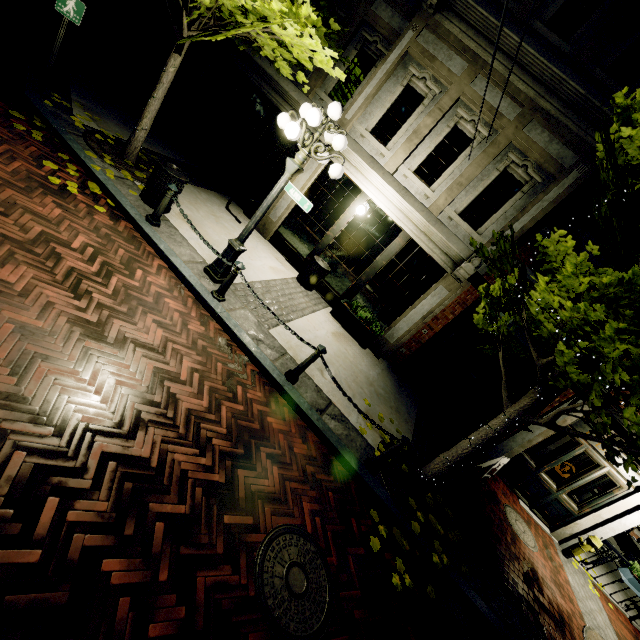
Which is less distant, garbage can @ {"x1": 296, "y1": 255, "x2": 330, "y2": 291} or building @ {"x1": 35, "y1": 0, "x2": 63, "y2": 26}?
garbage can @ {"x1": 296, "y1": 255, "x2": 330, "y2": 291}

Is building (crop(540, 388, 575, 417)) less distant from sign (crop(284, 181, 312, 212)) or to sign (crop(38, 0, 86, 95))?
sign (crop(284, 181, 312, 212))

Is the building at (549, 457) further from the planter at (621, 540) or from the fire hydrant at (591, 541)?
the planter at (621, 540)

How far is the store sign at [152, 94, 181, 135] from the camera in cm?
1007

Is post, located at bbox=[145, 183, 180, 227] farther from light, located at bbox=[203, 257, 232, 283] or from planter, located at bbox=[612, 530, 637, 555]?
planter, located at bbox=[612, 530, 637, 555]

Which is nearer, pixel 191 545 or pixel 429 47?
pixel 191 545

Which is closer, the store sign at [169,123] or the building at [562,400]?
the building at [562,400]

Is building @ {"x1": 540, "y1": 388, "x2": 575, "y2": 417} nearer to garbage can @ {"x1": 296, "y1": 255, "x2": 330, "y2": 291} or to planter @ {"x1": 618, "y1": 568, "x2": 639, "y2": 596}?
garbage can @ {"x1": 296, "y1": 255, "x2": 330, "y2": 291}
